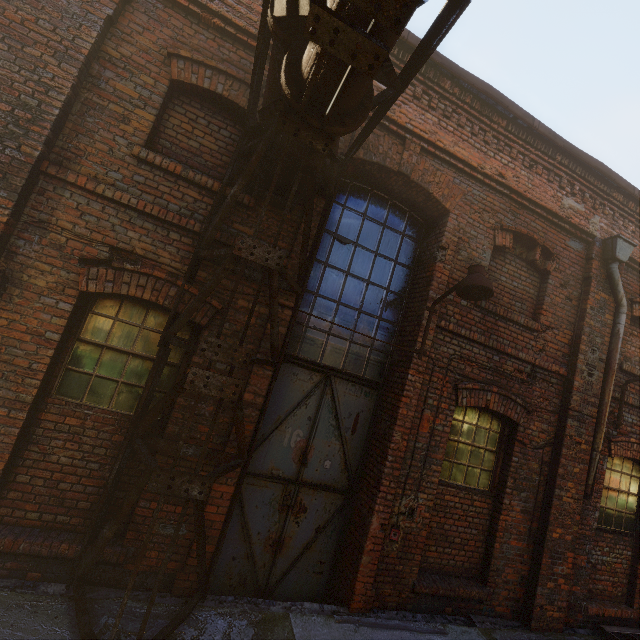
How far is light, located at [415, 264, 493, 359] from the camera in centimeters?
384cm

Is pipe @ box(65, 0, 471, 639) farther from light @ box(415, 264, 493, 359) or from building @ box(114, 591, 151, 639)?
light @ box(415, 264, 493, 359)

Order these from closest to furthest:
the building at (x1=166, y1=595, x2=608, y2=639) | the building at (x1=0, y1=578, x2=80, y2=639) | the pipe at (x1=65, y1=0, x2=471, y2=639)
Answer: the pipe at (x1=65, y1=0, x2=471, y2=639)
the building at (x1=0, y1=578, x2=80, y2=639)
the building at (x1=166, y1=595, x2=608, y2=639)

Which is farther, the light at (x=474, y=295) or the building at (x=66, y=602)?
the light at (x=474, y=295)

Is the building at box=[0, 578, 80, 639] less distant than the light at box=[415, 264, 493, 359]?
Yes

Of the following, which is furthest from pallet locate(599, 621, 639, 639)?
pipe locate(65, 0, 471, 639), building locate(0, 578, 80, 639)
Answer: pipe locate(65, 0, 471, 639)

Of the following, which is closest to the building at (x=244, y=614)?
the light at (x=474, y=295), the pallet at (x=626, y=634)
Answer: the pallet at (x=626, y=634)

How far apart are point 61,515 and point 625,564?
8.93m
